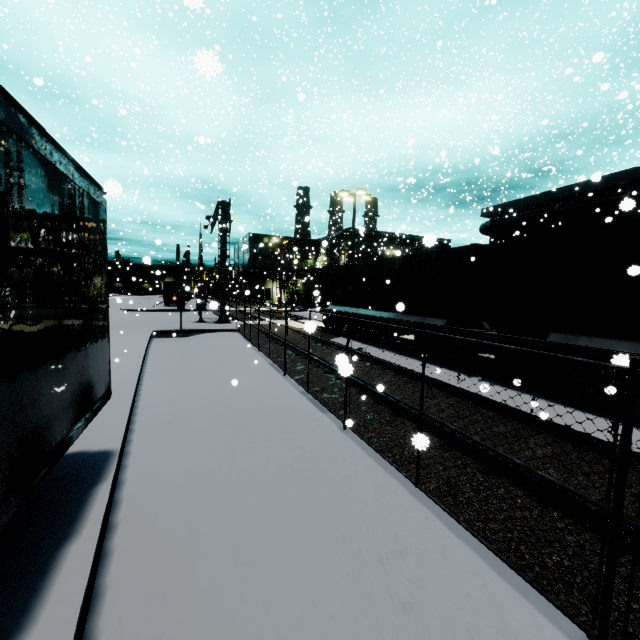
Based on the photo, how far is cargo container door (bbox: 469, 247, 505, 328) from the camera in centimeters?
997cm

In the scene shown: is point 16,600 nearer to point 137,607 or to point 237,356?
point 137,607

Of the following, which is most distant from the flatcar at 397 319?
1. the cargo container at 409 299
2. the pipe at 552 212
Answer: the pipe at 552 212

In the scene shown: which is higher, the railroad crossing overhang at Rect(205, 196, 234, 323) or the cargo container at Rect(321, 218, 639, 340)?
the railroad crossing overhang at Rect(205, 196, 234, 323)

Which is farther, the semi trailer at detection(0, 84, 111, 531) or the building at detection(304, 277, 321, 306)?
the building at detection(304, 277, 321, 306)

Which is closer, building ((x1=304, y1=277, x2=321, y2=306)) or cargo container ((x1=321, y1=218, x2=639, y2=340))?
cargo container ((x1=321, y1=218, x2=639, y2=340))

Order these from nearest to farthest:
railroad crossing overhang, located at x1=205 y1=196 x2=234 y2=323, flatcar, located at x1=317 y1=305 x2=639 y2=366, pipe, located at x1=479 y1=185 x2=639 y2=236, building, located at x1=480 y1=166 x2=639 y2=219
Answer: flatcar, located at x1=317 y1=305 x2=639 y2=366, pipe, located at x1=479 y1=185 x2=639 y2=236, building, located at x1=480 y1=166 x2=639 y2=219, railroad crossing overhang, located at x1=205 y1=196 x2=234 y2=323

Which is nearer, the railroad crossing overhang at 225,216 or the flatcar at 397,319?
the flatcar at 397,319
